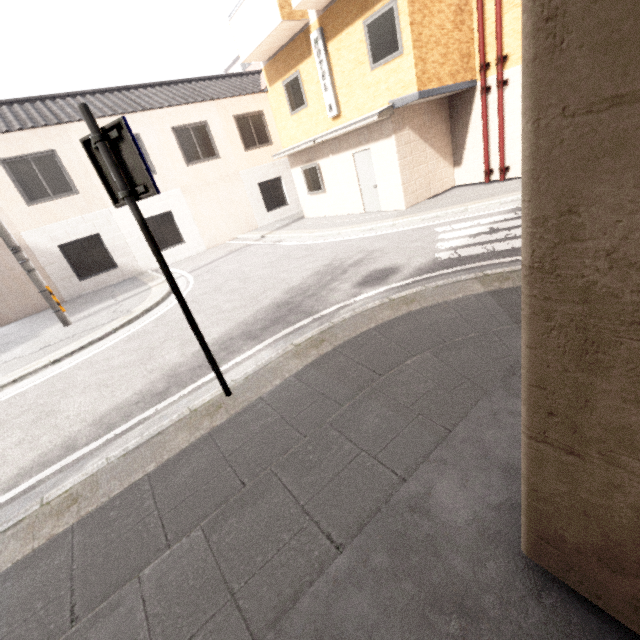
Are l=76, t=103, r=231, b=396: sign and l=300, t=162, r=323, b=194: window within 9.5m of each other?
no

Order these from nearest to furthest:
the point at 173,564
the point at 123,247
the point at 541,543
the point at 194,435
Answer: the point at 541,543 < the point at 173,564 < the point at 194,435 < the point at 123,247

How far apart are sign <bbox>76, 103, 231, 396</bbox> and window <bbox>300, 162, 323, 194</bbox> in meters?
11.2

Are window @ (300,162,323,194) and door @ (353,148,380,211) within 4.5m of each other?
yes

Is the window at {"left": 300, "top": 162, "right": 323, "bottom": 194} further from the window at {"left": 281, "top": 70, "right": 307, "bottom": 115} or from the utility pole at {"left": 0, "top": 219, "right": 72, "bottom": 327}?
the utility pole at {"left": 0, "top": 219, "right": 72, "bottom": 327}

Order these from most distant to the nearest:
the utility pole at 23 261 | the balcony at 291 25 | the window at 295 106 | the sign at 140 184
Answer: the window at 295 106, the balcony at 291 25, the utility pole at 23 261, the sign at 140 184

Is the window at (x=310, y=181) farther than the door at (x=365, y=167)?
Yes

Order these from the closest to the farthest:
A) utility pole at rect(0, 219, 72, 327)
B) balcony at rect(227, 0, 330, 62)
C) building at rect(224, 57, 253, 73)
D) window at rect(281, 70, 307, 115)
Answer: utility pole at rect(0, 219, 72, 327) < balcony at rect(227, 0, 330, 62) < window at rect(281, 70, 307, 115) < building at rect(224, 57, 253, 73)
